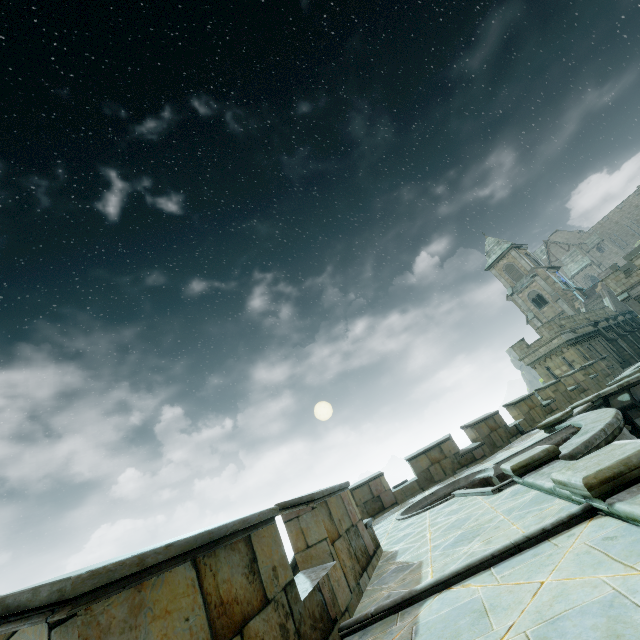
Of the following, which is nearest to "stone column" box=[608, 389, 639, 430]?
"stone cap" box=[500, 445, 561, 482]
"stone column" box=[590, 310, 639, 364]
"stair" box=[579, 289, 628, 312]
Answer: "stone cap" box=[500, 445, 561, 482]

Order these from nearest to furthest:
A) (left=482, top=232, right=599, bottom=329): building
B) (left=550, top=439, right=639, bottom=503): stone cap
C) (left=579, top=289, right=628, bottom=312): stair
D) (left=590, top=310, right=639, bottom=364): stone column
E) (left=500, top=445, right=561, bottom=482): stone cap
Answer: (left=550, top=439, right=639, bottom=503): stone cap < (left=500, top=445, right=561, bottom=482): stone cap < (left=590, top=310, right=639, bottom=364): stone column < (left=579, top=289, right=628, bottom=312): stair < (left=482, top=232, right=599, bottom=329): building

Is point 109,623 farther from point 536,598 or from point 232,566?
point 536,598

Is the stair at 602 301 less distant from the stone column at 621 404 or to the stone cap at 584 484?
the stone column at 621 404

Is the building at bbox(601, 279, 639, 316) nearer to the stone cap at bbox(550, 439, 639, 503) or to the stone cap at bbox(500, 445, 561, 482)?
the stone cap at bbox(550, 439, 639, 503)

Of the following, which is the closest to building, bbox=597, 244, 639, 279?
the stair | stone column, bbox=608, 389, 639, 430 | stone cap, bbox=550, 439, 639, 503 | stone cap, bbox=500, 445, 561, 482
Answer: the stair

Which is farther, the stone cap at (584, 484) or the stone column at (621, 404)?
the stone column at (621, 404)

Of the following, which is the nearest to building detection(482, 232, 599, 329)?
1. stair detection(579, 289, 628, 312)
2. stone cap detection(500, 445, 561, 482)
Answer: stair detection(579, 289, 628, 312)
